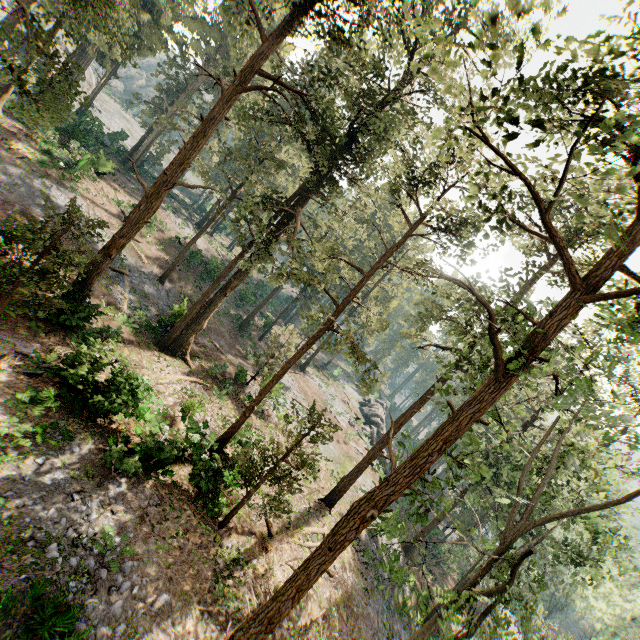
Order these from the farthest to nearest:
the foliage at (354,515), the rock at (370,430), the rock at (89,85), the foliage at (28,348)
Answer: the rock at (89,85) < the rock at (370,430) < the foliage at (28,348) < the foliage at (354,515)

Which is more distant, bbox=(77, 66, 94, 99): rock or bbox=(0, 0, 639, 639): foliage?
bbox=(77, 66, 94, 99): rock

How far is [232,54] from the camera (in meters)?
40.16

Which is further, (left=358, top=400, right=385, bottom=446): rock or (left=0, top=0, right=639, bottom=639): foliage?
(left=358, top=400, right=385, bottom=446): rock

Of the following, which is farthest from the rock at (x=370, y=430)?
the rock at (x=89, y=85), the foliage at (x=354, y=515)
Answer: the rock at (x=89, y=85)

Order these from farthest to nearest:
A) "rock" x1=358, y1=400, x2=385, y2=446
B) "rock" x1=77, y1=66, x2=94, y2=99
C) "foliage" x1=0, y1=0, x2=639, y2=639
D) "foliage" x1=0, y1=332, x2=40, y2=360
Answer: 1. "rock" x1=77, y1=66, x2=94, y2=99
2. "rock" x1=358, y1=400, x2=385, y2=446
3. "foliage" x1=0, y1=332, x2=40, y2=360
4. "foliage" x1=0, y1=0, x2=639, y2=639

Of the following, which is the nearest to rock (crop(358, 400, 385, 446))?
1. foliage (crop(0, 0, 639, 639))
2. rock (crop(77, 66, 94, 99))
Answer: foliage (crop(0, 0, 639, 639))

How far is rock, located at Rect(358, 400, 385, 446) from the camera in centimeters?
4622cm
